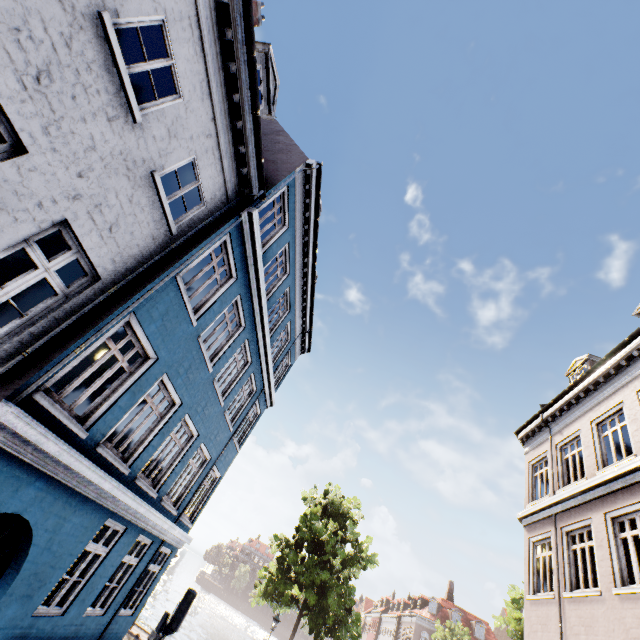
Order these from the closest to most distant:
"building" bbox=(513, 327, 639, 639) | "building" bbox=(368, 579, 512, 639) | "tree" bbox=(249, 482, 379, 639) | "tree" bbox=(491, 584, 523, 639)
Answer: "building" bbox=(513, 327, 639, 639), "tree" bbox=(249, 482, 379, 639), "tree" bbox=(491, 584, 523, 639), "building" bbox=(368, 579, 512, 639)

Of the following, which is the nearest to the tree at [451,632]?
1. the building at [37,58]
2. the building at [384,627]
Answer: the building at [384,627]

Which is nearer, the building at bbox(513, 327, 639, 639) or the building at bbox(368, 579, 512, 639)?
the building at bbox(513, 327, 639, 639)

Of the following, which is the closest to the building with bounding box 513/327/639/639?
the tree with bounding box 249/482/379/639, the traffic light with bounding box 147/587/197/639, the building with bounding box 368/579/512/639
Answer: the traffic light with bounding box 147/587/197/639

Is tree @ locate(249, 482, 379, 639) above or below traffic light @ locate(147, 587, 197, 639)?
above

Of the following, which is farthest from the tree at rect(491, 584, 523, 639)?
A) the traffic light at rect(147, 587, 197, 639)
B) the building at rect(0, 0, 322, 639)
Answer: the traffic light at rect(147, 587, 197, 639)

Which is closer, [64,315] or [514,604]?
[64,315]

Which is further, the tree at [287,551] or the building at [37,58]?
the tree at [287,551]
